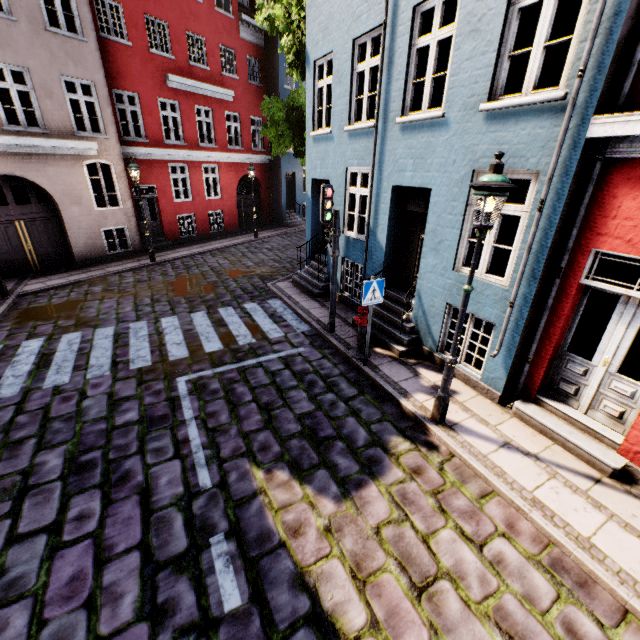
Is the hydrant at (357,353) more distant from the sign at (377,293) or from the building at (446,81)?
the building at (446,81)

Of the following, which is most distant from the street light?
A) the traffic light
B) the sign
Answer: the traffic light

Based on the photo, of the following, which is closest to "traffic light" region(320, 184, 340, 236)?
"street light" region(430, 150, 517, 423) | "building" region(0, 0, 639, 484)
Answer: "building" region(0, 0, 639, 484)

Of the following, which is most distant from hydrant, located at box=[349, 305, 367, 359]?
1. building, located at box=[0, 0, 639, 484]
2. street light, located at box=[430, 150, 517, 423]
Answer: street light, located at box=[430, 150, 517, 423]

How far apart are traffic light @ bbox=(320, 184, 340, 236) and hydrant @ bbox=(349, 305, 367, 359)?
1.6 meters

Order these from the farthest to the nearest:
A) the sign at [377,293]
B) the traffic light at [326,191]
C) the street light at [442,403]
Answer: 1. the traffic light at [326,191]
2. the sign at [377,293]
3. the street light at [442,403]

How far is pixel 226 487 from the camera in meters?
4.3

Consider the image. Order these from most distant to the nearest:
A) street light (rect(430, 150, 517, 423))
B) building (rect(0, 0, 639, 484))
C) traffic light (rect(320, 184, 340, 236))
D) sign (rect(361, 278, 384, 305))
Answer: traffic light (rect(320, 184, 340, 236)), sign (rect(361, 278, 384, 305)), building (rect(0, 0, 639, 484)), street light (rect(430, 150, 517, 423))
